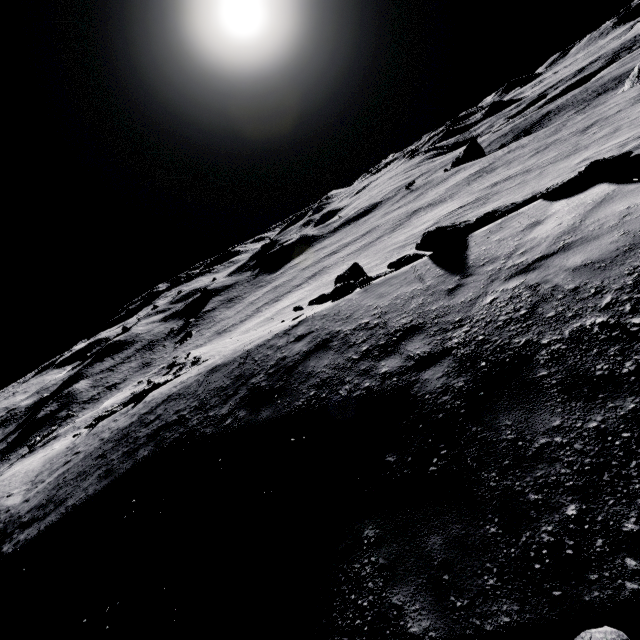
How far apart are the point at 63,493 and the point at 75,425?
17.38m

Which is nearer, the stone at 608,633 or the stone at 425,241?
the stone at 608,633

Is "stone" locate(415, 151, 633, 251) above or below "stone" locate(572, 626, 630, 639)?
above

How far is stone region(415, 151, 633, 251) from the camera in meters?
6.1

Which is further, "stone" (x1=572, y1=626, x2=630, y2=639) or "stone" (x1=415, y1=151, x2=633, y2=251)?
"stone" (x1=415, y1=151, x2=633, y2=251)

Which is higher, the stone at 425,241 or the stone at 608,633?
the stone at 425,241
